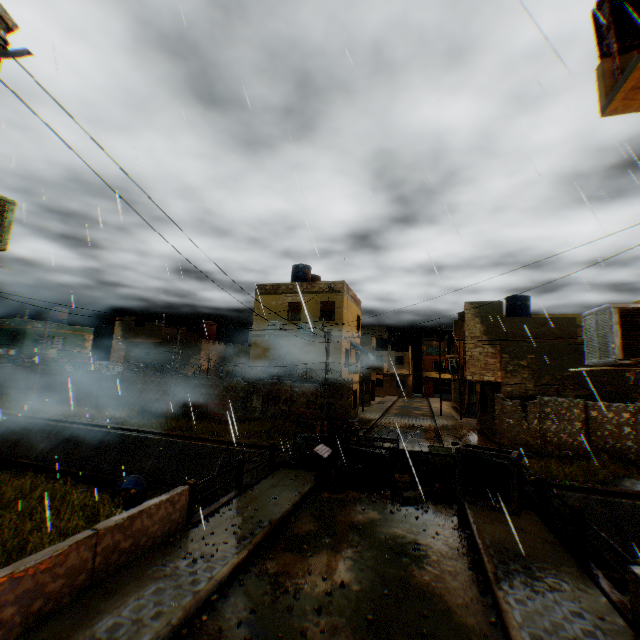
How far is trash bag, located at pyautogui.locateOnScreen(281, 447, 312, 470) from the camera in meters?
12.4 m

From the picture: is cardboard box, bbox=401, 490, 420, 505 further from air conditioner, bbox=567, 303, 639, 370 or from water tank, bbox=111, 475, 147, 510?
water tank, bbox=111, 475, 147, 510

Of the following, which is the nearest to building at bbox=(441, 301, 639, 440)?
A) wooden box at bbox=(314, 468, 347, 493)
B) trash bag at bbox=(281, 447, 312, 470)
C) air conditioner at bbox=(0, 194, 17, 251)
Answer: air conditioner at bbox=(0, 194, 17, 251)

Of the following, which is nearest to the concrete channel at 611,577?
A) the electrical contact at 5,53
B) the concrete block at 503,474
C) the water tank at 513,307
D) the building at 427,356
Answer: the concrete block at 503,474

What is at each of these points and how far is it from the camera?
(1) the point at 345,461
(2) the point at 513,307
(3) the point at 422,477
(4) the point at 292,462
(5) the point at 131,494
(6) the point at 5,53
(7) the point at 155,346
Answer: (1) wheel, 12.3 meters
(2) water tank, 23.8 meters
(3) trash bag, 11.5 meters
(4) trash bag, 12.5 meters
(5) water tank, 15.1 meters
(6) electrical contact, 3.4 meters
(7) building, 30.5 meters

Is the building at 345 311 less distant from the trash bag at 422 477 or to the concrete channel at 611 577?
the concrete channel at 611 577

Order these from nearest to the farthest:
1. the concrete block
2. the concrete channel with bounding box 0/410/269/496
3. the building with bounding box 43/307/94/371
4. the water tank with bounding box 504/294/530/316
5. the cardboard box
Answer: the cardboard box → the concrete block → the concrete channel with bounding box 0/410/269/496 → the water tank with bounding box 504/294/530/316 → the building with bounding box 43/307/94/371

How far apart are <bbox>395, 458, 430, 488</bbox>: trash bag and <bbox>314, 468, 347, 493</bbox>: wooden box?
1.78m
